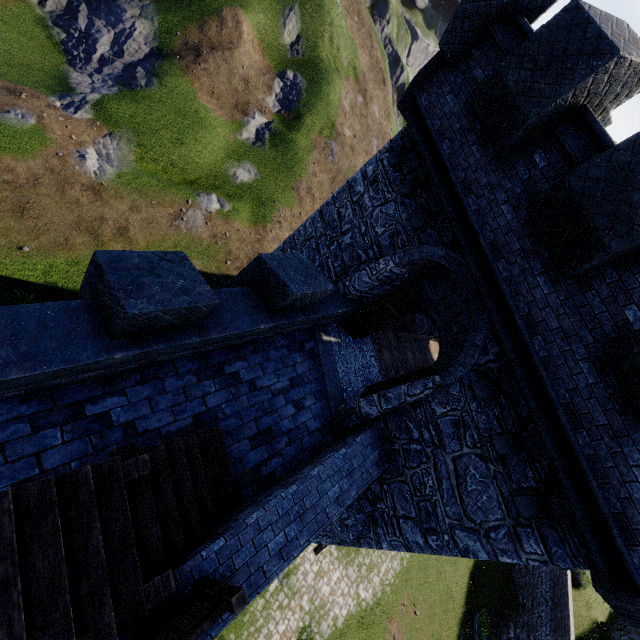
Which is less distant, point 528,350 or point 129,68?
point 528,350

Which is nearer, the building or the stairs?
the stairs

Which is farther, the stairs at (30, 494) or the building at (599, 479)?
the building at (599, 479)
